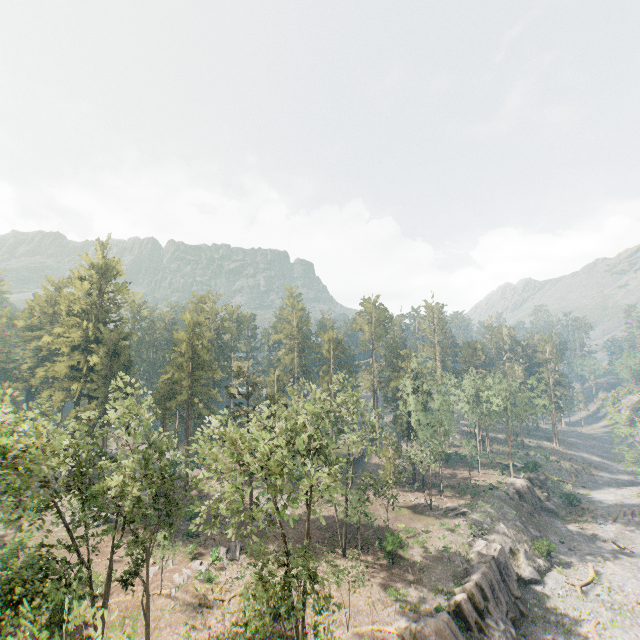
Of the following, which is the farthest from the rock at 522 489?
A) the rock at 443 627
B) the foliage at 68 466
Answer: the foliage at 68 466

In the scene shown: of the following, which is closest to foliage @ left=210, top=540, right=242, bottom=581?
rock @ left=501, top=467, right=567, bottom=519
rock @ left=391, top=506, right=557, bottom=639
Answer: rock @ left=391, top=506, right=557, bottom=639

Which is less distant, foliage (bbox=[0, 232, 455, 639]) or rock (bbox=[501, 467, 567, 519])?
foliage (bbox=[0, 232, 455, 639])

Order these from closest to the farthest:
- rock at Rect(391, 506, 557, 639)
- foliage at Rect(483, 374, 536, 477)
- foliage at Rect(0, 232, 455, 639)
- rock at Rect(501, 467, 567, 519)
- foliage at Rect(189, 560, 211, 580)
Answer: foliage at Rect(0, 232, 455, 639), rock at Rect(391, 506, 557, 639), foliage at Rect(189, 560, 211, 580), rock at Rect(501, 467, 567, 519), foliage at Rect(483, 374, 536, 477)

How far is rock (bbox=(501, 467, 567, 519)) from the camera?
50.2m

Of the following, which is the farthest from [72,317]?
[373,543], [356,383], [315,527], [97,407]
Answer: [373,543]

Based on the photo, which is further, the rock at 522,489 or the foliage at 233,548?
the rock at 522,489

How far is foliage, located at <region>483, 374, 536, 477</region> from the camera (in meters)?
56.74
